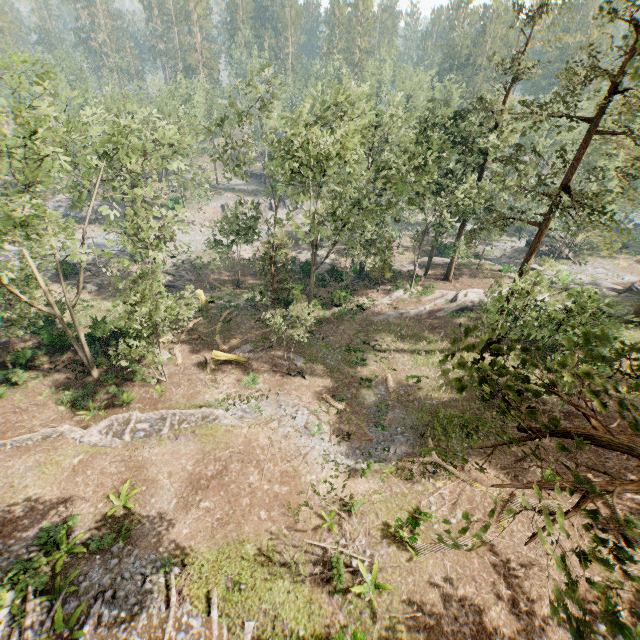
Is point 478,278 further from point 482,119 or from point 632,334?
point 482,119

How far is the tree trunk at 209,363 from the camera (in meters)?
26.00

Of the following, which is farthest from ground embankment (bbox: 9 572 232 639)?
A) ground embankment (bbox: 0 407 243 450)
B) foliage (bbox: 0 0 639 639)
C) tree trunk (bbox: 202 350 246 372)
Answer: tree trunk (bbox: 202 350 246 372)

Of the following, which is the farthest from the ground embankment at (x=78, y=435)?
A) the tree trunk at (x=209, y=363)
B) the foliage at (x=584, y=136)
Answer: the tree trunk at (x=209, y=363)

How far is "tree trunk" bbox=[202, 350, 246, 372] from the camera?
26.0 meters

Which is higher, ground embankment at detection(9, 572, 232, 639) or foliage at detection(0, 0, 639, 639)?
foliage at detection(0, 0, 639, 639)

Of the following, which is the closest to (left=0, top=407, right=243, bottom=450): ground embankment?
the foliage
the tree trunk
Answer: the foliage
